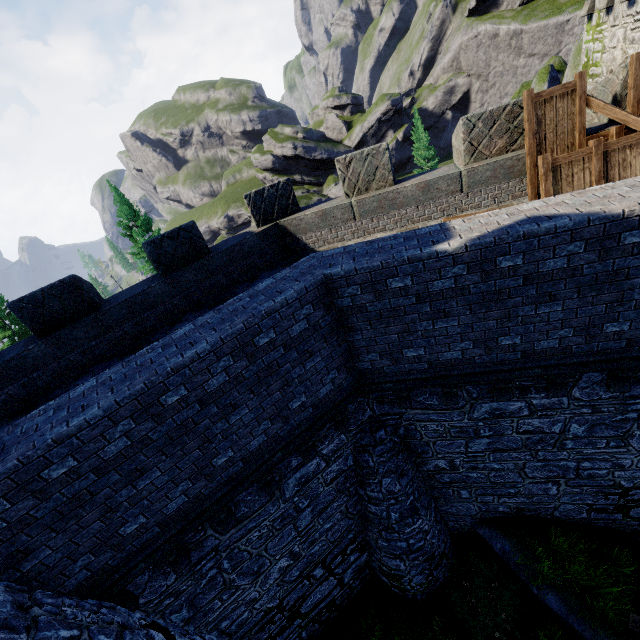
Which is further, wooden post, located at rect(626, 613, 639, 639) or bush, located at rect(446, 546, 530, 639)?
bush, located at rect(446, 546, 530, 639)

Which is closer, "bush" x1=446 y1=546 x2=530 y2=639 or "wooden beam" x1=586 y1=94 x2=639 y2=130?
"wooden beam" x1=586 y1=94 x2=639 y2=130

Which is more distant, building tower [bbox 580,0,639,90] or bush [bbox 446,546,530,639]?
bush [bbox 446,546,530,639]

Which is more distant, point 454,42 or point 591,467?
point 454,42

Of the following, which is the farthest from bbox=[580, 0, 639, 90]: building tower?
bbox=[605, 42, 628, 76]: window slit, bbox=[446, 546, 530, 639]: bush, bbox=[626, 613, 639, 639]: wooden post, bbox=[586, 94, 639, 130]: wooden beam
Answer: bbox=[446, 546, 530, 639]: bush

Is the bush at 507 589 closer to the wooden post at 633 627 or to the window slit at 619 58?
the wooden post at 633 627

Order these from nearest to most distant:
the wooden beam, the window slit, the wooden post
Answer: the wooden beam → the wooden post → the window slit

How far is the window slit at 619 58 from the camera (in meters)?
8.28
